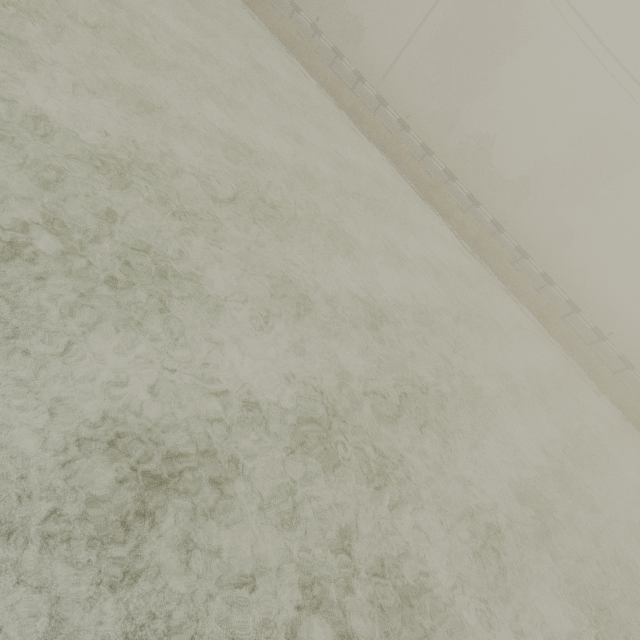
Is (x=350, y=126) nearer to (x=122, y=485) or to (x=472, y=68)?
(x=122, y=485)
